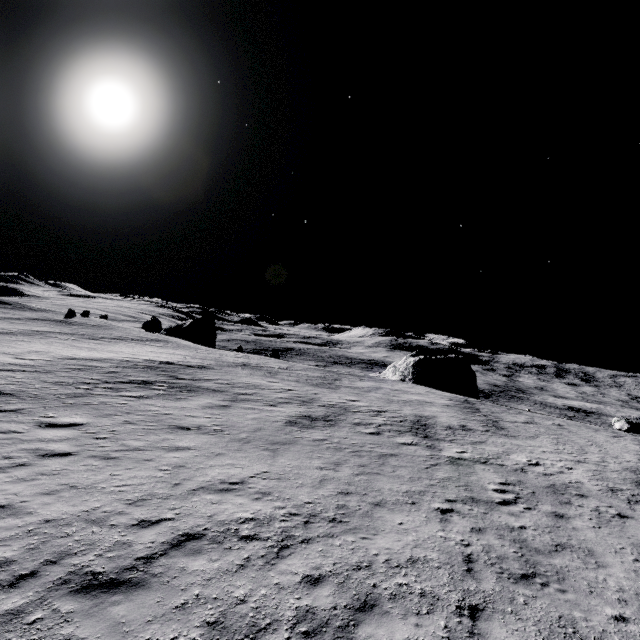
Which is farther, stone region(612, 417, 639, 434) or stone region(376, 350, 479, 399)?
stone region(376, 350, 479, 399)

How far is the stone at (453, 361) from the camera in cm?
4647

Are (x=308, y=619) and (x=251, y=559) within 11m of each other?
yes

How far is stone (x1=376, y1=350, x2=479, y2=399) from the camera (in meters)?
46.47

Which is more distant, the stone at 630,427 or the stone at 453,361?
the stone at 453,361
